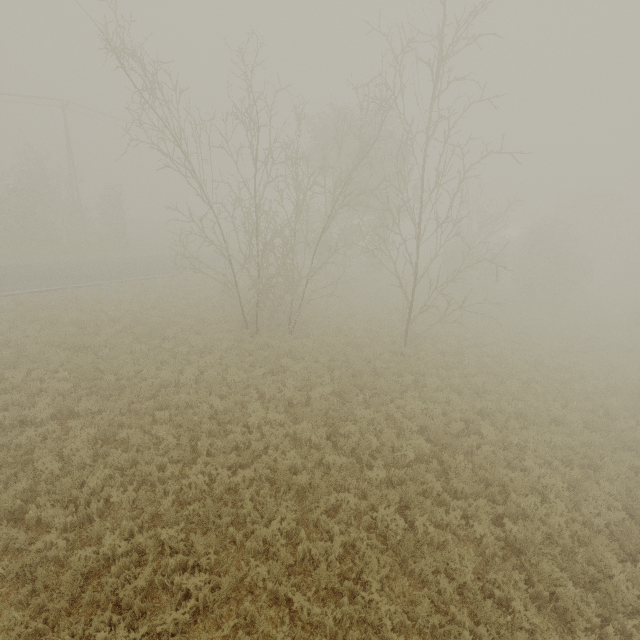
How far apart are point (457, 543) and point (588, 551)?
3.07m
